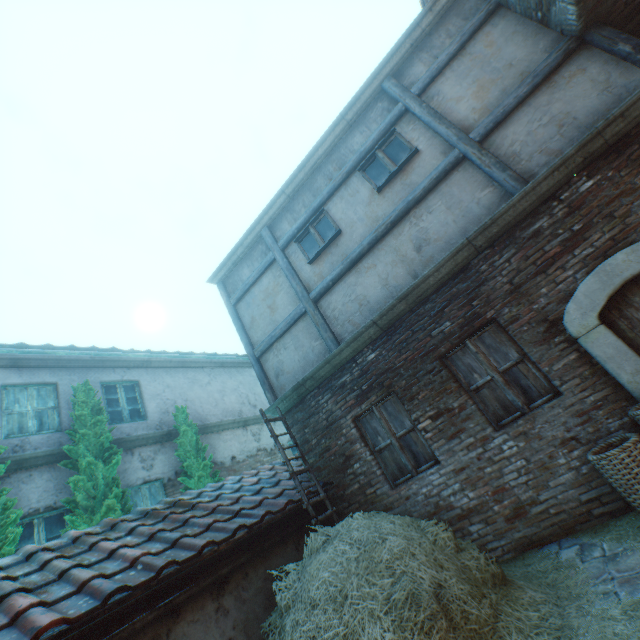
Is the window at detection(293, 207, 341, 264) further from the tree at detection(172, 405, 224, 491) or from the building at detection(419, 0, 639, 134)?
the tree at detection(172, 405, 224, 491)

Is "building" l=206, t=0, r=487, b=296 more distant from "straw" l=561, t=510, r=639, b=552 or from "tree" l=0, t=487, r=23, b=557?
"tree" l=0, t=487, r=23, b=557

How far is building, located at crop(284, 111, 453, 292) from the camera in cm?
578

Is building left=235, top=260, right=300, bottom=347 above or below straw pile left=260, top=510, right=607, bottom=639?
above

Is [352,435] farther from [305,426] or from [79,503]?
[79,503]

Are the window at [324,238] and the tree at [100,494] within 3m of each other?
no

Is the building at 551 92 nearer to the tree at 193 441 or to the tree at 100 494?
the tree at 193 441
